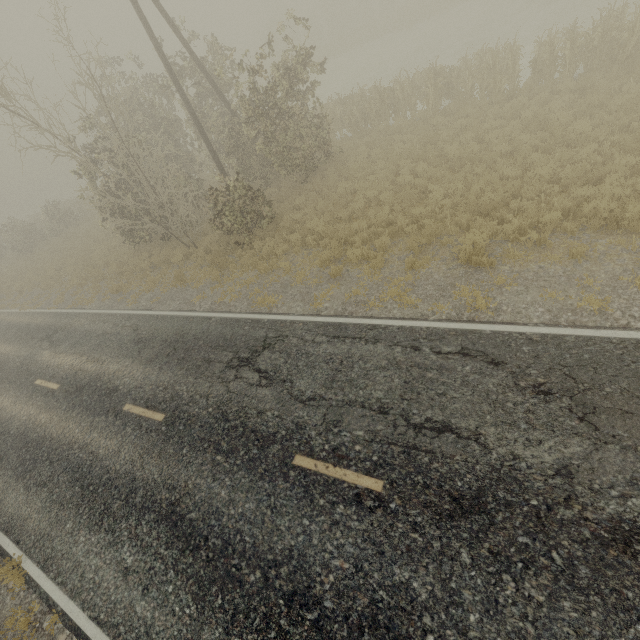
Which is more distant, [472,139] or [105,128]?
[105,128]
